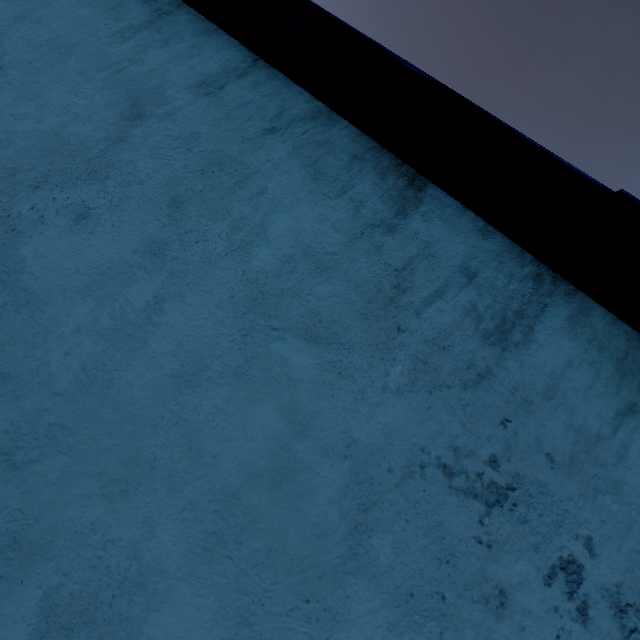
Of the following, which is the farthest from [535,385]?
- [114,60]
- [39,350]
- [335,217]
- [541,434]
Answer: [114,60]
